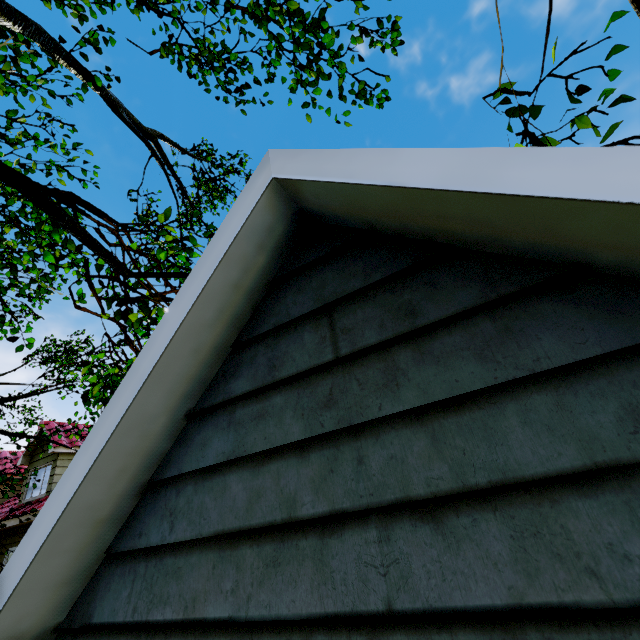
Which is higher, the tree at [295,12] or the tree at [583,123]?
the tree at [295,12]

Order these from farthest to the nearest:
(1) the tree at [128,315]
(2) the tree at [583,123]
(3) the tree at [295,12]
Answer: (3) the tree at [295,12] → (1) the tree at [128,315] → (2) the tree at [583,123]

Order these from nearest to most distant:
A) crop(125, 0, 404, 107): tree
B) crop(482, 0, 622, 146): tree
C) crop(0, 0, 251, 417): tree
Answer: crop(482, 0, 622, 146): tree
crop(0, 0, 251, 417): tree
crop(125, 0, 404, 107): tree

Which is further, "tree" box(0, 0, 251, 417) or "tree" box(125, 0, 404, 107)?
"tree" box(125, 0, 404, 107)

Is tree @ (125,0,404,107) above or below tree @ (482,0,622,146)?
above

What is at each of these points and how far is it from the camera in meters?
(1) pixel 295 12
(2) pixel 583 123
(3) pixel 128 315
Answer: (1) tree, 4.6
(2) tree, 2.9
(3) tree, 3.5
